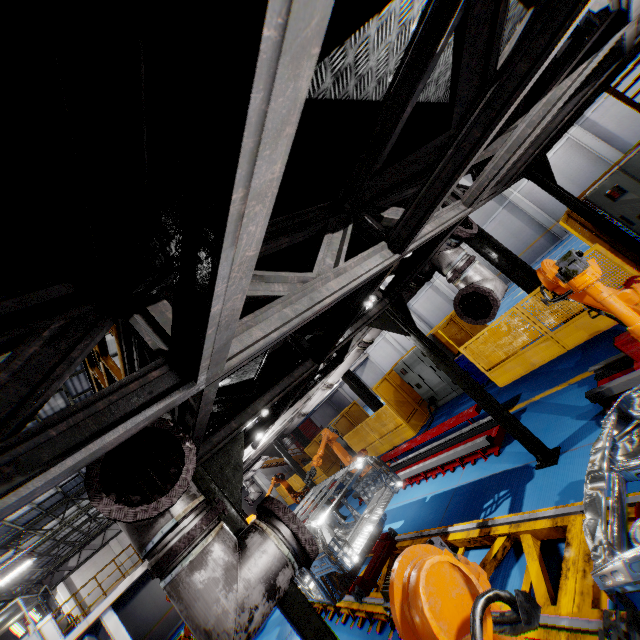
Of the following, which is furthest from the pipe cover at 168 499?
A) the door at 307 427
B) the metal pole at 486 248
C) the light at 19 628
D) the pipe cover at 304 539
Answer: the door at 307 427

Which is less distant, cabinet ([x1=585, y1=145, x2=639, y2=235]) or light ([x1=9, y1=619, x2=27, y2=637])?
cabinet ([x1=585, y1=145, x2=639, y2=235])

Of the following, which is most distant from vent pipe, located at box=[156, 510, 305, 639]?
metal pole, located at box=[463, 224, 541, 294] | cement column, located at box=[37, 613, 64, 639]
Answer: metal pole, located at box=[463, 224, 541, 294]

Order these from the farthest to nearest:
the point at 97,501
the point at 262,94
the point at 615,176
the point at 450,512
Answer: the point at 615,176
the point at 450,512
the point at 97,501
the point at 262,94

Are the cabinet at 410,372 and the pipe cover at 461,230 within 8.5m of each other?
yes

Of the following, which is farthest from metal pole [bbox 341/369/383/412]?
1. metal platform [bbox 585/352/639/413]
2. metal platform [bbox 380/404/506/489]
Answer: metal platform [bbox 585/352/639/413]

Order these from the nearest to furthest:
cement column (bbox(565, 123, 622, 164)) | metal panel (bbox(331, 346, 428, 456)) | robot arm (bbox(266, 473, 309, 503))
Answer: metal panel (bbox(331, 346, 428, 456)) < robot arm (bbox(266, 473, 309, 503)) < cement column (bbox(565, 123, 622, 164))

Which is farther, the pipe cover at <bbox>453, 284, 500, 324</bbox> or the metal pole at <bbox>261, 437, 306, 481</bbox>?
the metal pole at <bbox>261, 437, 306, 481</bbox>
